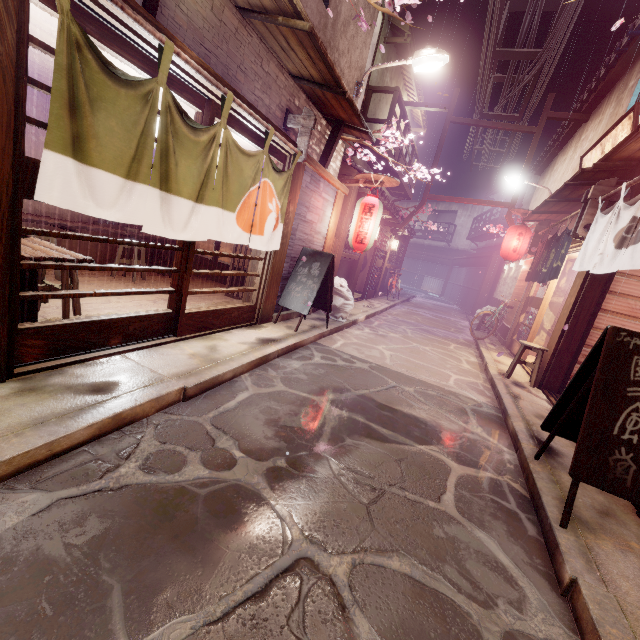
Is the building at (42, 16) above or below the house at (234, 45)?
below

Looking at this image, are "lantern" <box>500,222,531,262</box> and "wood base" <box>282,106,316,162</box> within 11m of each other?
no

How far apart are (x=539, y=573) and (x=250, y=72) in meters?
10.4

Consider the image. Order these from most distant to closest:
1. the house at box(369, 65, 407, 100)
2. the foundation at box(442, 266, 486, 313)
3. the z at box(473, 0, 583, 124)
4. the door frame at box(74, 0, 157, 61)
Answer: the foundation at box(442, 266, 486, 313)
the house at box(369, 65, 407, 100)
the z at box(473, 0, 583, 124)
the door frame at box(74, 0, 157, 61)

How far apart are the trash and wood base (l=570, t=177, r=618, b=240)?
8.0m

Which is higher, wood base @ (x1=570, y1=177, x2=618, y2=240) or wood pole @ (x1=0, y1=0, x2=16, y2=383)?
wood base @ (x1=570, y1=177, x2=618, y2=240)

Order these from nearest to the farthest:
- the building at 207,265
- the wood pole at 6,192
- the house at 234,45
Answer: the wood pole at 6,192 < the house at 234,45 < the building at 207,265

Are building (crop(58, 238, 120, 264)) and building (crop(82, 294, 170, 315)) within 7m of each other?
yes
